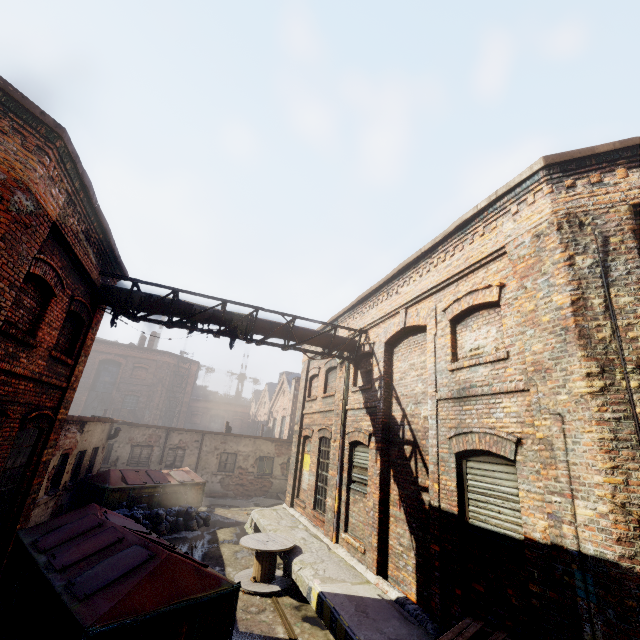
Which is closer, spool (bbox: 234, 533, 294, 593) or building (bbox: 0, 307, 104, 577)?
building (bbox: 0, 307, 104, 577)

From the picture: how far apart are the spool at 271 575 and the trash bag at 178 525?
3.9 meters

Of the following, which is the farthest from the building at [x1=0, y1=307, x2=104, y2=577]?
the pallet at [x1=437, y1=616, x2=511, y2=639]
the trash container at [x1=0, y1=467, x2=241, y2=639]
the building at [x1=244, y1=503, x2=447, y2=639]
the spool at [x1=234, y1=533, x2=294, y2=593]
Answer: the pallet at [x1=437, y1=616, x2=511, y2=639]

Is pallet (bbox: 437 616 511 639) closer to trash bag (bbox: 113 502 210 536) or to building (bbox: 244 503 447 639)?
building (bbox: 244 503 447 639)

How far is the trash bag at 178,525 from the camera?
11.2 meters

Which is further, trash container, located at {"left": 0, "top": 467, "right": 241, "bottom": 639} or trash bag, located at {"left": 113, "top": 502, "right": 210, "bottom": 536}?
trash bag, located at {"left": 113, "top": 502, "right": 210, "bottom": 536}

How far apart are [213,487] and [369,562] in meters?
14.8 m

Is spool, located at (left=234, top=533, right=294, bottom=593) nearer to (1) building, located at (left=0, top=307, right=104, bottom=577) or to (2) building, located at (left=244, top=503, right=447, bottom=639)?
(2) building, located at (left=244, top=503, right=447, bottom=639)
